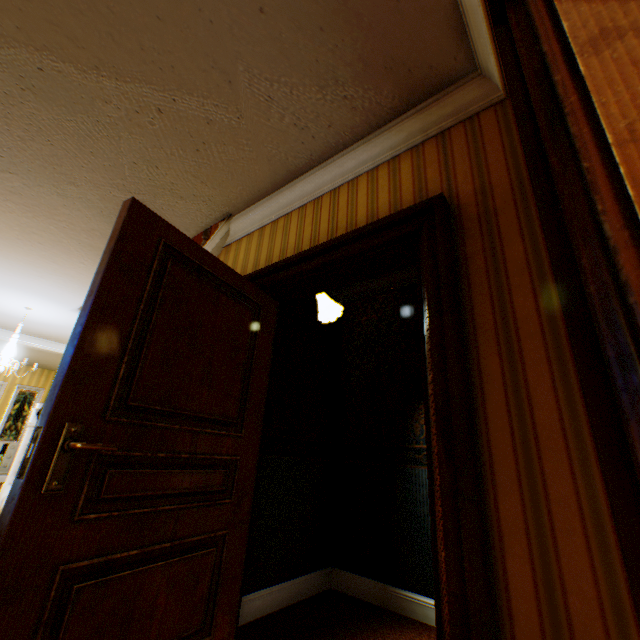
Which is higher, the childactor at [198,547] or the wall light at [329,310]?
the wall light at [329,310]

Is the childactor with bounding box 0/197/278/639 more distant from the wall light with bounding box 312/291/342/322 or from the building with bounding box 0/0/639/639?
the wall light with bounding box 312/291/342/322

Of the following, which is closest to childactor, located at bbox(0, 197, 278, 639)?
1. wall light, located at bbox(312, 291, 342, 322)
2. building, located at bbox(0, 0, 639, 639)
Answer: building, located at bbox(0, 0, 639, 639)

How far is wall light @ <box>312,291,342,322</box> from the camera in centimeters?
315cm

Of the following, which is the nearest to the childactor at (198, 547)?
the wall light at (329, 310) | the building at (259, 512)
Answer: the building at (259, 512)

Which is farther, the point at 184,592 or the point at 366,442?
the point at 366,442

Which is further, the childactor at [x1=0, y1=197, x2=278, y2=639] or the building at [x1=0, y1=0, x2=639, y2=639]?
the childactor at [x1=0, y1=197, x2=278, y2=639]

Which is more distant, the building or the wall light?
the wall light
